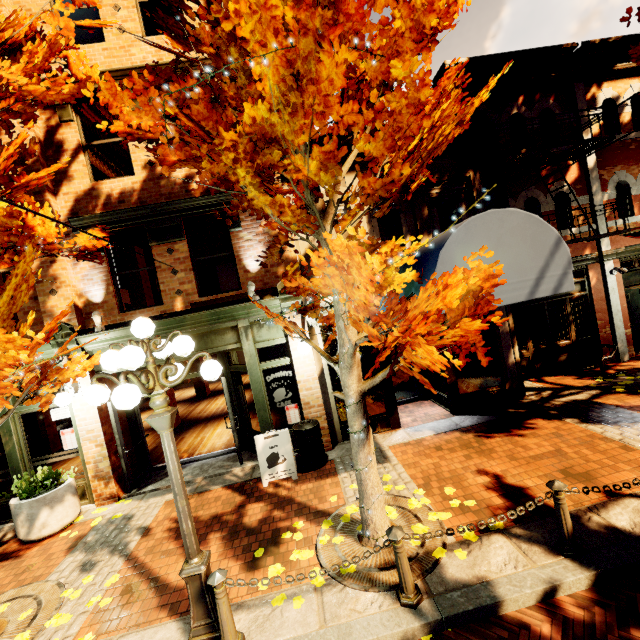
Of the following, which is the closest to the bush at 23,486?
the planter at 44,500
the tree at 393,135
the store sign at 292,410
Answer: the planter at 44,500

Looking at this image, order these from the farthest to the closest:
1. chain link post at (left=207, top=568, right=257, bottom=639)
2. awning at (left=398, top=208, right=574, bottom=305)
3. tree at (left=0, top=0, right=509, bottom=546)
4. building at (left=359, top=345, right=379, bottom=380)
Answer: building at (left=359, top=345, right=379, bottom=380) → awning at (left=398, top=208, right=574, bottom=305) → chain link post at (left=207, top=568, right=257, bottom=639) → tree at (left=0, top=0, right=509, bottom=546)

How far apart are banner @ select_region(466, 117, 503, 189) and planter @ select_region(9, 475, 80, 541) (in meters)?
11.00

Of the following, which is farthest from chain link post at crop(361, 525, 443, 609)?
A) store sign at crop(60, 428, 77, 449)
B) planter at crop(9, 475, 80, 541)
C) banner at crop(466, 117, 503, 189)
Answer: banner at crop(466, 117, 503, 189)

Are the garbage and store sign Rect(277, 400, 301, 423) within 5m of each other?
yes

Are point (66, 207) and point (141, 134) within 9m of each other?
yes

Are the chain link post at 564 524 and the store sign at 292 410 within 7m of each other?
yes

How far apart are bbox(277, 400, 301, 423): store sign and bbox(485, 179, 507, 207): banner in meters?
6.2
